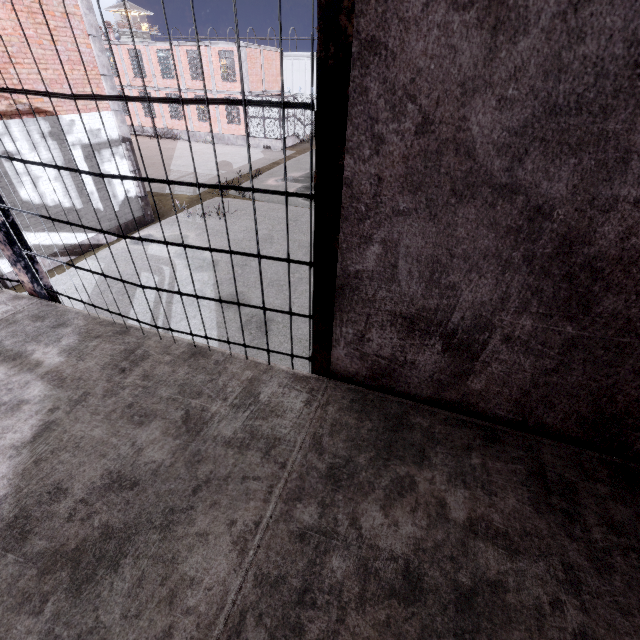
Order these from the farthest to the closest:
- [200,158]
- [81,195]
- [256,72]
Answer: [256,72]
[200,158]
[81,195]

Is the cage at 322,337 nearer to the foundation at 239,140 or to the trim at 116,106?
the foundation at 239,140

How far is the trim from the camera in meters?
11.5 m

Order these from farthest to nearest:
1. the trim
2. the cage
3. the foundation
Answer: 1. the foundation
2. the trim
3. the cage

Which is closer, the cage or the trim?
the cage

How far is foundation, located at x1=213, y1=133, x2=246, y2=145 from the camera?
28.7m

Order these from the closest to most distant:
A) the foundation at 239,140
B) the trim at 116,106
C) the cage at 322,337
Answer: the cage at 322,337 → the trim at 116,106 → the foundation at 239,140

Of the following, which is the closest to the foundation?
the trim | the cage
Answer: the cage
